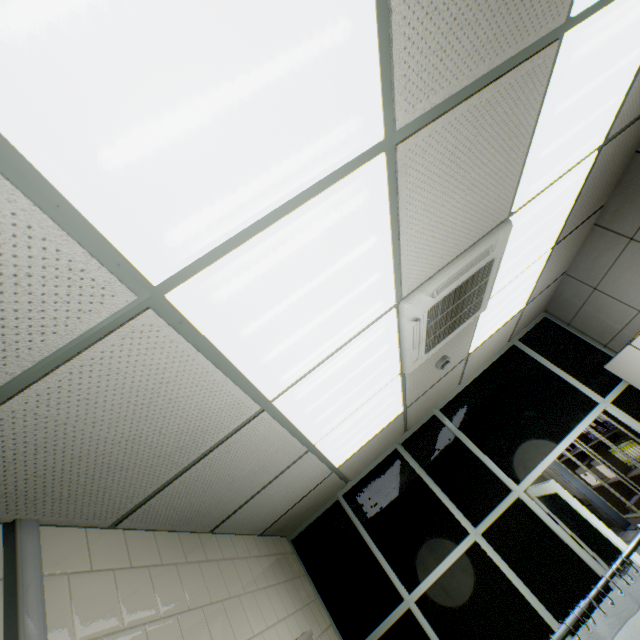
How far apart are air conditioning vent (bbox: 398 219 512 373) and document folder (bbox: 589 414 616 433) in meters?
3.5 m

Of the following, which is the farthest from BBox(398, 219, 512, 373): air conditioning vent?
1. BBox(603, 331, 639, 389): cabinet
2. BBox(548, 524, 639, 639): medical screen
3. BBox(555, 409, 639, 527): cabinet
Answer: BBox(555, 409, 639, 527): cabinet

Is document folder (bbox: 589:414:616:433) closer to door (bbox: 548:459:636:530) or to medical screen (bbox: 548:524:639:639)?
door (bbox: 548:459:636:530)

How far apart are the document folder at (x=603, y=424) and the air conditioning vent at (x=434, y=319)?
3.5 meters

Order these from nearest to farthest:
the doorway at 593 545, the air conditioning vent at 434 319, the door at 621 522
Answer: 1. the air conditioning vent at 434 319
2. the doorway at 593 545
3. the door at 621 522

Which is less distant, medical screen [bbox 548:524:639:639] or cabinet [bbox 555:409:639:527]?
medical screen [bbox 548:524:639:639]

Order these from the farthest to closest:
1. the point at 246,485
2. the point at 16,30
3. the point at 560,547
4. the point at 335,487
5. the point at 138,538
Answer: the point at 335,487
the point at 560,547
the point at 246,485
the point at 138,538
the point at 16,30

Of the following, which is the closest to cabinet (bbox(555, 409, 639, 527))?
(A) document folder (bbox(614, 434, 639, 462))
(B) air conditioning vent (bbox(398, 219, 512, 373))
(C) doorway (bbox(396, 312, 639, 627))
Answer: (A) document folder (bbox(614, 434, 639, 462))
